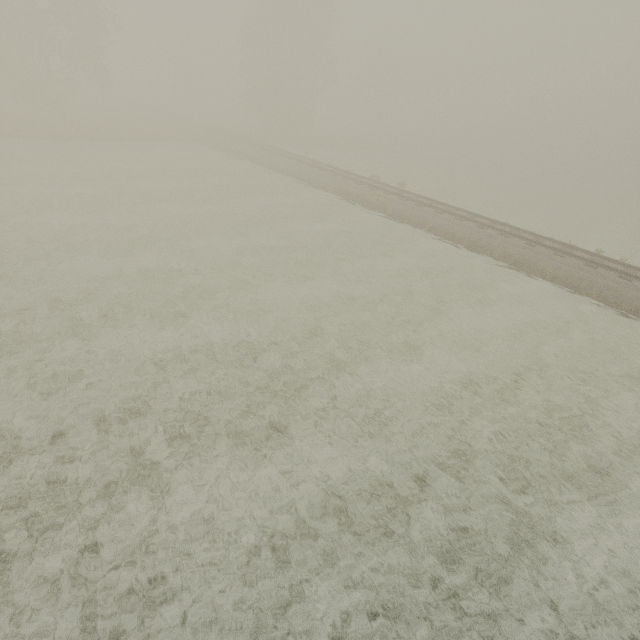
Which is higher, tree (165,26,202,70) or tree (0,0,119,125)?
tree (165,26,202,70)

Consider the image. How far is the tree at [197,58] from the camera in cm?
5812

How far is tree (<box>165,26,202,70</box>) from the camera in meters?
58.1 m

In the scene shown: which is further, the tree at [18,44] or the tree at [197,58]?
the tree at [197,58]

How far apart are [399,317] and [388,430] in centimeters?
539cm

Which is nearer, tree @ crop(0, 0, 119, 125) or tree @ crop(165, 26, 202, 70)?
tree @ crop(0, 0, 119, 125)
